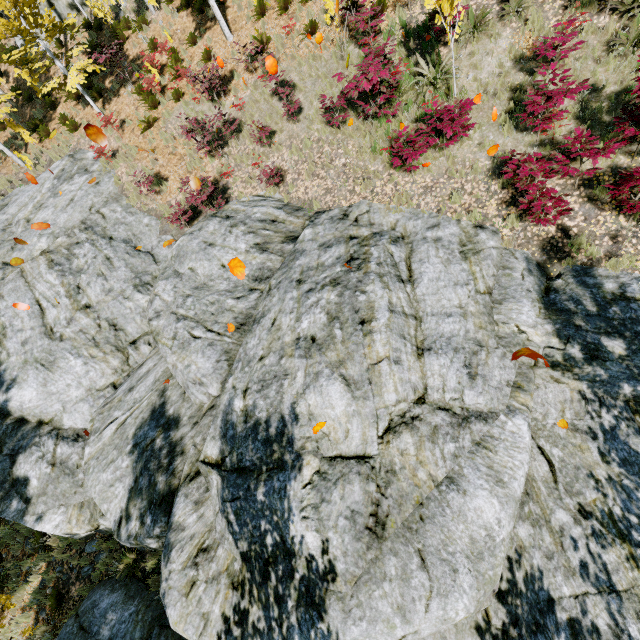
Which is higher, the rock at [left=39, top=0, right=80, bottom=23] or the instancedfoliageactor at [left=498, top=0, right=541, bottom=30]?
the rock at [left=39, top=0, right=80, bottom=23]

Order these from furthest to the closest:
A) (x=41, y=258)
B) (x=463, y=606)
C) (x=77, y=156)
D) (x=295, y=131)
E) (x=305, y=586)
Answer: (x=77, y=156)
(x=41, y=258)
(x=295, y=131)
(x=305, y=586)
(x=463, y=606)

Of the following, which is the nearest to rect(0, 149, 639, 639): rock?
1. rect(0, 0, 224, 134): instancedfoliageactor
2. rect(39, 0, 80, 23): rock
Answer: rect(0, 0, 224, 134): instancedfoliageactor

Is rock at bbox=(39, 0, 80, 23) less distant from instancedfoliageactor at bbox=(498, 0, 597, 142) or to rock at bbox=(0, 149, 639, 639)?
instancedfoliageactor at bbox=(498, 0, 597, 142)

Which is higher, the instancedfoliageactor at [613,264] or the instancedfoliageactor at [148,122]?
the instancedfoliageactor at [148,122]

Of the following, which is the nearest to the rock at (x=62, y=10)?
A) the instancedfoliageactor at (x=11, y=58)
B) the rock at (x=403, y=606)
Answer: the instancedfoliageactor at (x=11, y=58)

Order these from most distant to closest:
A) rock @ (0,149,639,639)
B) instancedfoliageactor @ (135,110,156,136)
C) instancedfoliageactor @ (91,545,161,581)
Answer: instancedfoliageactor @ (135,110,156,136) < instancedfoliageactor @ (91,545,161,581) < rock @ (0,149,639,639)
